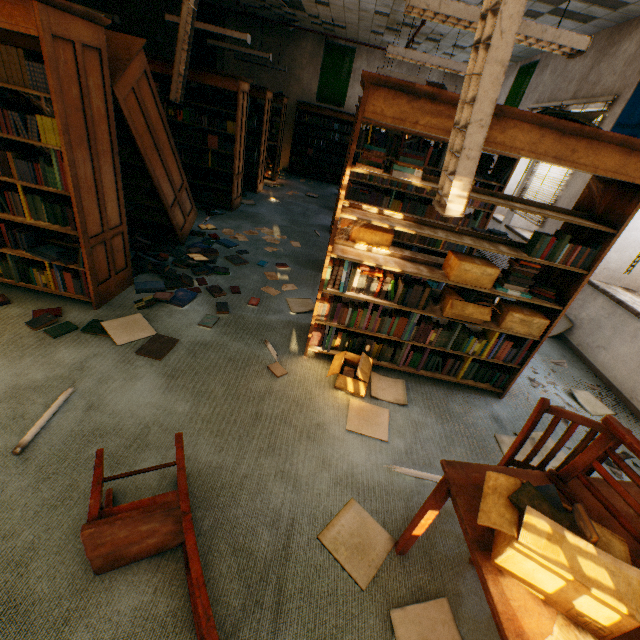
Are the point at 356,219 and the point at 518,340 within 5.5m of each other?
yes

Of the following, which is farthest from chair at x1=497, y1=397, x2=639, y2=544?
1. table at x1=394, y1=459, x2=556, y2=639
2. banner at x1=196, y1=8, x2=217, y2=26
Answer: banner at x1=196, y1=8, x2=217, y2=26

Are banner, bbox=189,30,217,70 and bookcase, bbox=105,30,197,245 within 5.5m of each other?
no

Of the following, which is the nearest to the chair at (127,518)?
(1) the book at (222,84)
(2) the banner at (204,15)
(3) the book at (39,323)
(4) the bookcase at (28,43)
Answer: (3) the book at (39,323)

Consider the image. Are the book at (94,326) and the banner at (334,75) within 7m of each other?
no

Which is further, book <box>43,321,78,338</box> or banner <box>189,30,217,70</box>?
banner <box>189,30,217,70</box>

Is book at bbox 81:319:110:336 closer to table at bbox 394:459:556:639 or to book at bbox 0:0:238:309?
book at bbox 0:0:238:309

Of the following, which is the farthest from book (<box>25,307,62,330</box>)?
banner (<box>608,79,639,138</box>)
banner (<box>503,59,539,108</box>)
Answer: banner (<box>503,59,539,108</box>)
